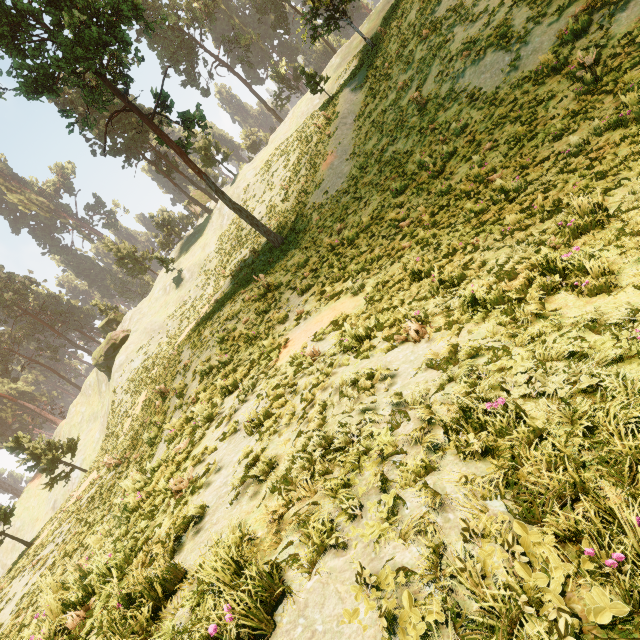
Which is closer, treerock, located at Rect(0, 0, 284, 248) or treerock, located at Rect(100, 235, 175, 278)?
treerock, located at Rect(0, 0, 284, 248)

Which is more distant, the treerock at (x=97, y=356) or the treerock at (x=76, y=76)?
the treerock at (x=97, y=356)

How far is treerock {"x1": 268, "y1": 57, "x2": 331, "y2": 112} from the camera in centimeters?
2775cm

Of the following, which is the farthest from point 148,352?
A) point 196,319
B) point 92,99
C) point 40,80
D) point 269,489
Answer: point 269,489

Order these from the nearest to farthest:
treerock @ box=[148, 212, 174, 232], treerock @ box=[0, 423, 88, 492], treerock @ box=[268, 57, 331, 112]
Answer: treerock @ box=[268, 57, 331, 112]
treerock @ box=[0, 423, 88, 492]
treerock @ box=[148, 212, 174, 232]
